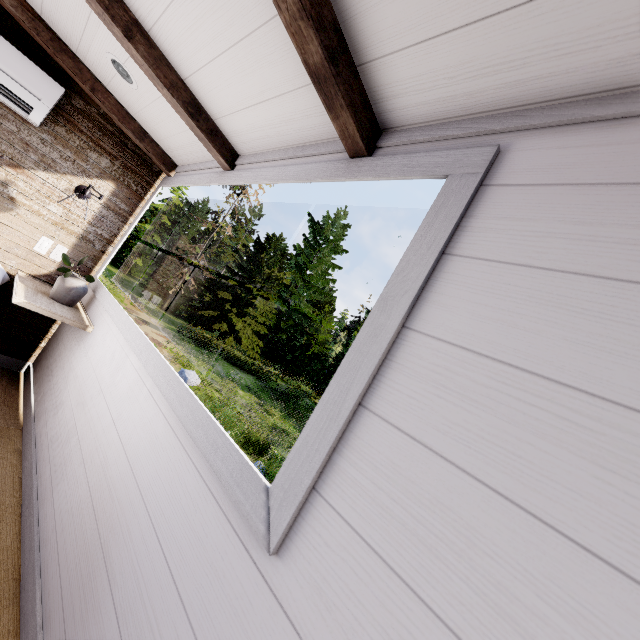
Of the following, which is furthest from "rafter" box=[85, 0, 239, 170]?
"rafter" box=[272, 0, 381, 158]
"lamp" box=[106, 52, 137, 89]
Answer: "rafter" box=[272, 0, 381, 158]

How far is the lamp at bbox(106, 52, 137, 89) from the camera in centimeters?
194cm

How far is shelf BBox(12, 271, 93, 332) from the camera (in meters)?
1.99

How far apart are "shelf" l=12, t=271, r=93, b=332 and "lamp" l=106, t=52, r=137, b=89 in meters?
1.5

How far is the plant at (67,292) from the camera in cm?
235

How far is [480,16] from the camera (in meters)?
0.76

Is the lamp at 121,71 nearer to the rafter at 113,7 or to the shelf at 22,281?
the rafter at 113,7

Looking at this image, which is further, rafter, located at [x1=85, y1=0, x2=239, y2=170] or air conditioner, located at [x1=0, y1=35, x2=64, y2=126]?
air conditioner, located at [x1=0, y1=35, x2=64, y2=126]
